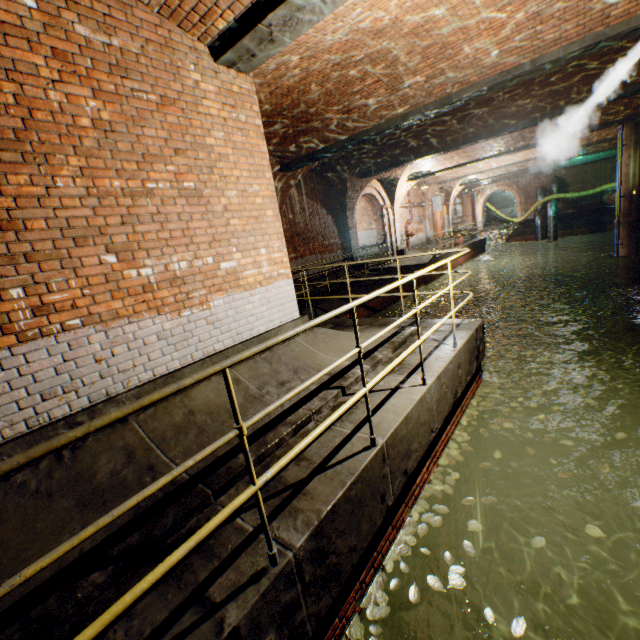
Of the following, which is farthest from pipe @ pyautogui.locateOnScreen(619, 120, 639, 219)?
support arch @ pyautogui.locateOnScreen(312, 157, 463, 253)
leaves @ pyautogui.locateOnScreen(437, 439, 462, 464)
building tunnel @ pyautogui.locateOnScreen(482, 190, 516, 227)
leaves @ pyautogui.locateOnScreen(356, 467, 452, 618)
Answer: building tunnel @ pyautogui.locateOnScreen(482, 190, 516, 227)

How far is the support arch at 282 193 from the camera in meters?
10.1

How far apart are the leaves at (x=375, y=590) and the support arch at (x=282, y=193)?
8.5 meters

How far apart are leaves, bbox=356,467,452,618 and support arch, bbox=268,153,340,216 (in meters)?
8.47

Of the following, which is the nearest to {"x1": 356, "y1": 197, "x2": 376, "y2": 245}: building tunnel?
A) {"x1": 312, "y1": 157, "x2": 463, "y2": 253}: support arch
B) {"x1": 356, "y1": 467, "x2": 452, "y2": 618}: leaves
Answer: {"x1": 312, "y1": 157, "x2": 463, "y2": 253}: support arch

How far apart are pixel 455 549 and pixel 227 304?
4.99m

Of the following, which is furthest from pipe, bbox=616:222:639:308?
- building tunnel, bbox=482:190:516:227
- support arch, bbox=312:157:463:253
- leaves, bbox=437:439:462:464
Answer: building tunnel, bbox=482:190:516:227

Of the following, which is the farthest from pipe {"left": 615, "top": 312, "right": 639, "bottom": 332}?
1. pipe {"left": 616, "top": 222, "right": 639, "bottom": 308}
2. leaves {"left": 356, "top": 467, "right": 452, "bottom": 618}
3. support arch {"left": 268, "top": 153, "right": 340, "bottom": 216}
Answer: leaves {"left": 356, "top": 467, "right": 452, "bottom": 618}
